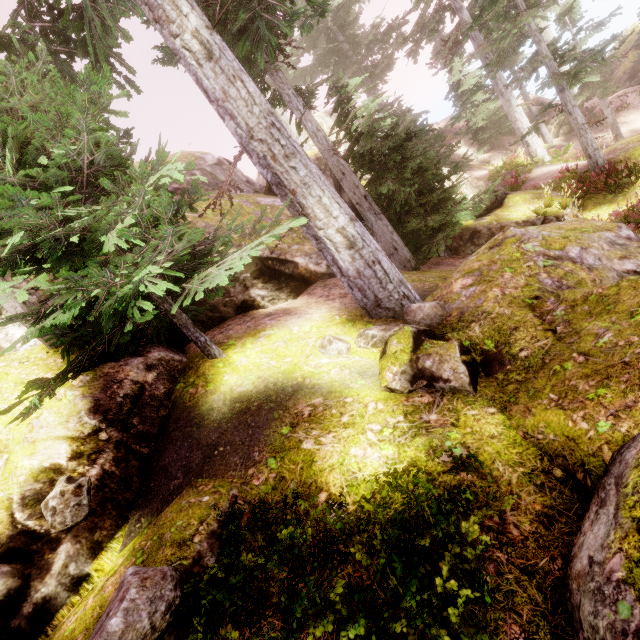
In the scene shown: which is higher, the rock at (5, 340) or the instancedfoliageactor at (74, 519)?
the rock at (5, 340)

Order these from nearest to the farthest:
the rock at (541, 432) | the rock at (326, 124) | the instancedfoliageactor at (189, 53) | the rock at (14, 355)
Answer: the rock at (541, 432), the instancedfoliageactor at (189, 53), the rock at (14, 355), the rock at (326, 124)

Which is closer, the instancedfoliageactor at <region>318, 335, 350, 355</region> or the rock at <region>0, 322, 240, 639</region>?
the rock at <region>0, 322, 240, 639</region>

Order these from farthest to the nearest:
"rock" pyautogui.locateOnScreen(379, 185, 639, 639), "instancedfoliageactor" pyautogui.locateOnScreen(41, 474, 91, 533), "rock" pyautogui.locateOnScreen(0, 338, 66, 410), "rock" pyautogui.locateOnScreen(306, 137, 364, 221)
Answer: "rock" pyautogui.locateOnScreen(306, 137, 364, 221) → "rock" pyautogui.locateOnScreen(0, 338, 66, 410) → "instancedfoliageactor" pyautogui.locateOnScreen(41, 474, 91, 533) → "rock" pyautogui.locateOnScreen(379, 185, 639, 639)

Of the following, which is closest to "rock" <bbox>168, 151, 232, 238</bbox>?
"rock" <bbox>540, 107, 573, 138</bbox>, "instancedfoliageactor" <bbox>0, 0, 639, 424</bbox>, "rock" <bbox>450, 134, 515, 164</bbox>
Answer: "instancedfoliageactor" <bbox>0, 0, 639, 424</bbox>

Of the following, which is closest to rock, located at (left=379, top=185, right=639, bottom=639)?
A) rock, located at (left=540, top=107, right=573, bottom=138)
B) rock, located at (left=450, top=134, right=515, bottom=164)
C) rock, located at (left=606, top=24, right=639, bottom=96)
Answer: rock, located at (left=450, top=134, right=515, bottom=164)

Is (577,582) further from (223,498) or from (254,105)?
(254,105)
